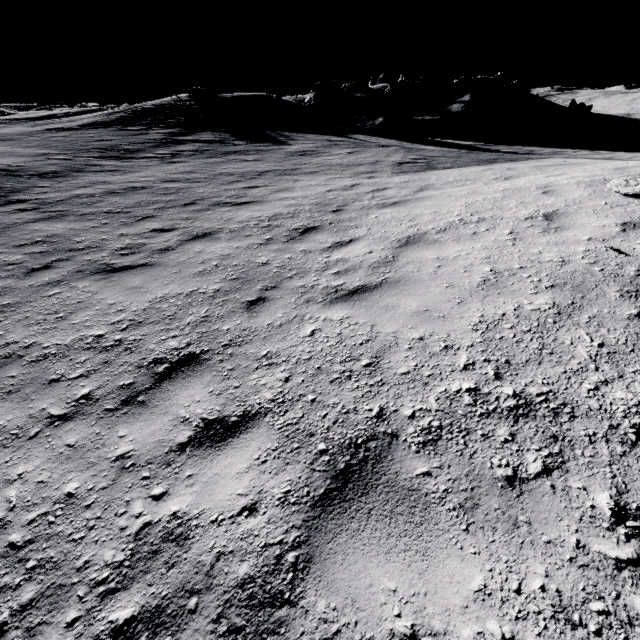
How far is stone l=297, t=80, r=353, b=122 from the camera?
28.6 meters

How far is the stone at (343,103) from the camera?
28.6m

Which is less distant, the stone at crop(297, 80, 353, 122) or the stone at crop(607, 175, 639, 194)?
the stone at crop(607, 175, 639, 194)

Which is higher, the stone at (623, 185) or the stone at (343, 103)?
the stone at (343, 103)

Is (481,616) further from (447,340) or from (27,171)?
(27,171)

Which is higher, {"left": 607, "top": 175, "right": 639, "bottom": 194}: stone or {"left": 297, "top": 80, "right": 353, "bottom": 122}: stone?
{"left": 297, "top": 80, "right": 353, "bottom": 122}: stone
